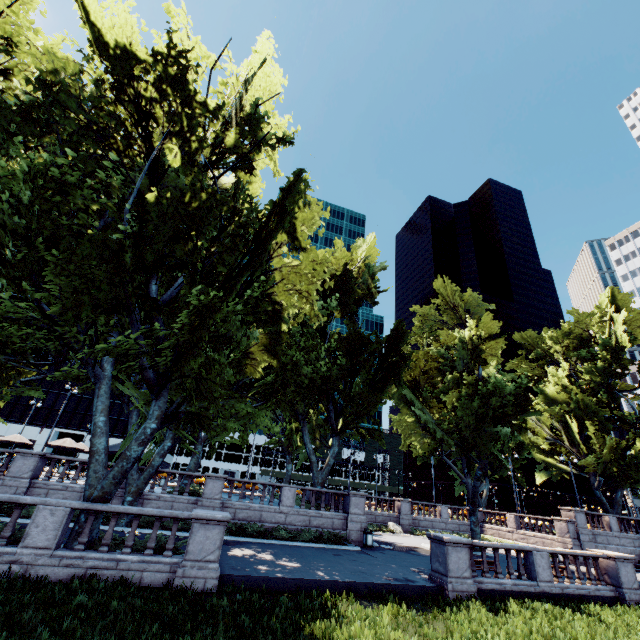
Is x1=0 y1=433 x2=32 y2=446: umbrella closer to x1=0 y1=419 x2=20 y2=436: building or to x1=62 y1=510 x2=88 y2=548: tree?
x1=62 y1=510 x2=88 y2=548: tree

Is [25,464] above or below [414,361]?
below

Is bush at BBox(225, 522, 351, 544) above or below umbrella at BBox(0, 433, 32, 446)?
below

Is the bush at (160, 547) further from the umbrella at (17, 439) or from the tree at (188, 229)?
the umbrella at (17, 439)

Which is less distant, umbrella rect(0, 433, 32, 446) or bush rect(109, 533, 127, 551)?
bush rect(109, 533, 127, 551)

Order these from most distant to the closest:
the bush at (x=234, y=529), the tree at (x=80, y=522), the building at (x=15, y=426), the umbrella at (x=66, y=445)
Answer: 1. the building at (x=15, y=426)
2. the umbrella at (x=66, y=445)
3. the bush at (x=234, y=529)
4. the tree at (x=80, y=522)

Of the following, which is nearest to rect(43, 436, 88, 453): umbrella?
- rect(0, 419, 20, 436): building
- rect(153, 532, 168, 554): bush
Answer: rect(153, 532, 168, 554): bush

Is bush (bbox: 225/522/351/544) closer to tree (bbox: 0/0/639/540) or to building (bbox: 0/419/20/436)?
tree (bbox: 0/0/639/540)
